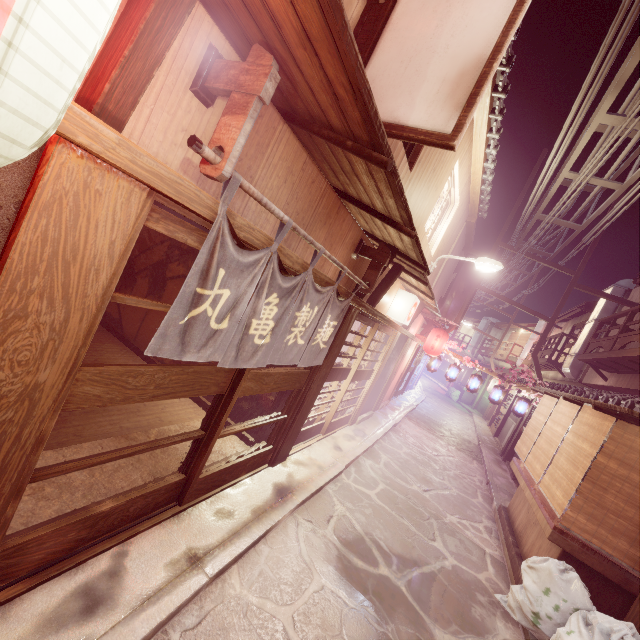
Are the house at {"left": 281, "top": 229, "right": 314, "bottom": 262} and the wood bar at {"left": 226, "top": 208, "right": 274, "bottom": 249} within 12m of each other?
yes

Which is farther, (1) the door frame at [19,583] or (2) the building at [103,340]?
(2) the building at [103,340]

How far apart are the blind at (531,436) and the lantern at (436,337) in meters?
7.9 m

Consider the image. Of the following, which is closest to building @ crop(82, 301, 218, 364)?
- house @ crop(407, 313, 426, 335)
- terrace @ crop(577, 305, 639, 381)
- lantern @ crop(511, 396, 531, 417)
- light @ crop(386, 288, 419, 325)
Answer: light @ crop(386, 288, 419, 325)

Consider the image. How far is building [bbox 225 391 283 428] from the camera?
9.8 meters

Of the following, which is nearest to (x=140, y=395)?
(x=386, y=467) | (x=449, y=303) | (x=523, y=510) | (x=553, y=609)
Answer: (x=553, y=609)

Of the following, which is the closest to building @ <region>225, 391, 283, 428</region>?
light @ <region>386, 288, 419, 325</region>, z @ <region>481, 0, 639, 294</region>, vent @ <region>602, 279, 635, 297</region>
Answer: light @ <region>386, 288, 419, 325</region>

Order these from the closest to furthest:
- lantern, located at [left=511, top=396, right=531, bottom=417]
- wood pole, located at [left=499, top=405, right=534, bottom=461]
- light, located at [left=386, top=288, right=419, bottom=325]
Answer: light, located at [left=386, top=288, right=419, bottom=325], lantern, located at [left=511, top=396, right=531, bottom=417], wood pole, located at [left=499, top=405, right=534, bottom=461]
